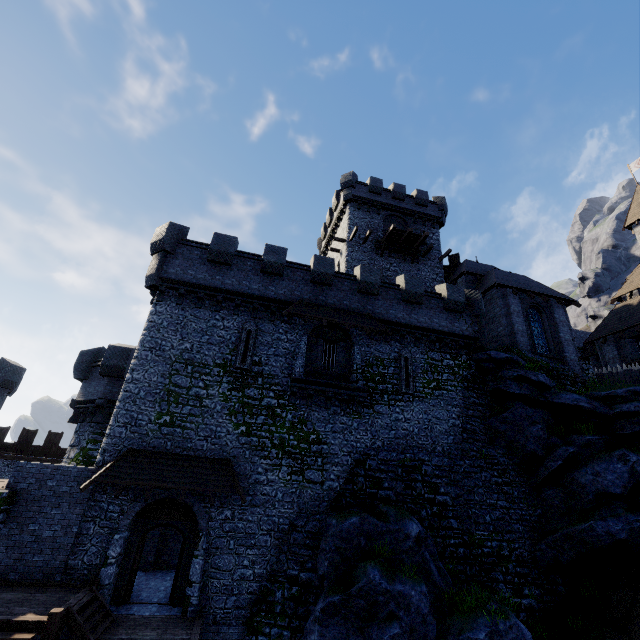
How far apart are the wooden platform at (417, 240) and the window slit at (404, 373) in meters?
12.3

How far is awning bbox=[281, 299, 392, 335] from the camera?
17.55m

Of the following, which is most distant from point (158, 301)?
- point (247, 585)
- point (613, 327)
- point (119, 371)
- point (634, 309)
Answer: point (634, 309)

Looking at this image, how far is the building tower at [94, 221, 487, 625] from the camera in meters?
13.8 m

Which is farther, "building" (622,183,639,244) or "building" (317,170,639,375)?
"building" (622,183,639,244)

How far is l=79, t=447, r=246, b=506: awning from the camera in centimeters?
1290cm

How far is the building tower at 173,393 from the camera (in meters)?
13.82

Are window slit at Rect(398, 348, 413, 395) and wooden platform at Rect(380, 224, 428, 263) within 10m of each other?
no
